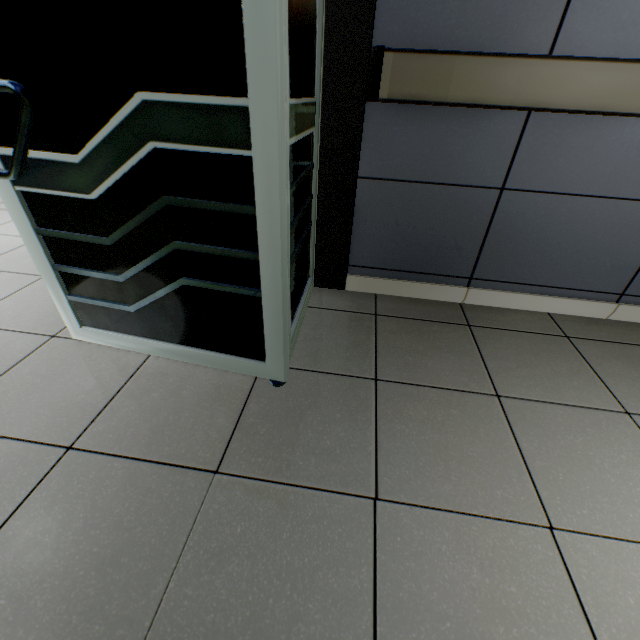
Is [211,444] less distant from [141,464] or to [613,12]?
[141,464]
